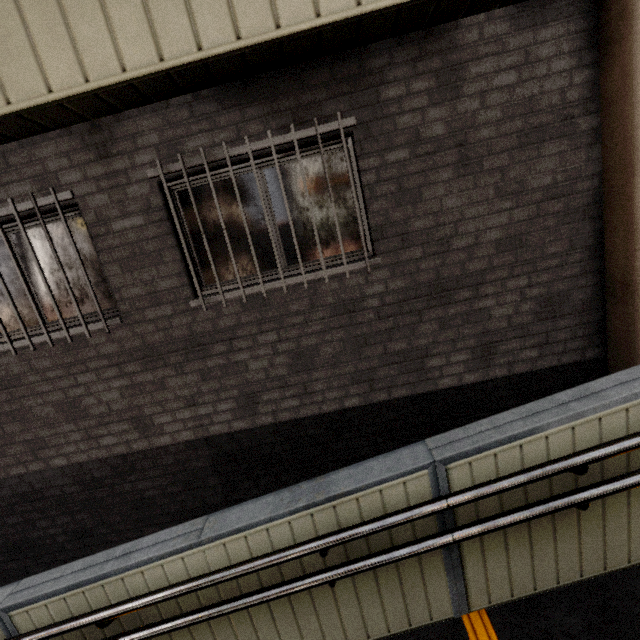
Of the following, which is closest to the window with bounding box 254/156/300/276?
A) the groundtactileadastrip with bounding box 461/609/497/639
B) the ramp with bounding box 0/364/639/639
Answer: the ramp with bounding box 0/364/639/639

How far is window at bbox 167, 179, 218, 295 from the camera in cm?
302

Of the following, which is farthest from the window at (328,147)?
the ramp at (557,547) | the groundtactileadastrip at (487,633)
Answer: the groundtactileadastrip at (487,633)

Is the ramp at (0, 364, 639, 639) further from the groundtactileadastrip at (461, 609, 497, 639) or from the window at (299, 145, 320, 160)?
the window at (299, 145, 320, 160)

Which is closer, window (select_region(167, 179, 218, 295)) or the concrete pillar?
the concrete pillar

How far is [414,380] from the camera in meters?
3.3 m

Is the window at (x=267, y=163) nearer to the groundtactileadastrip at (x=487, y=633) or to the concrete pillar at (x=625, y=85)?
the concrete pillar at (x=625, y=85)
